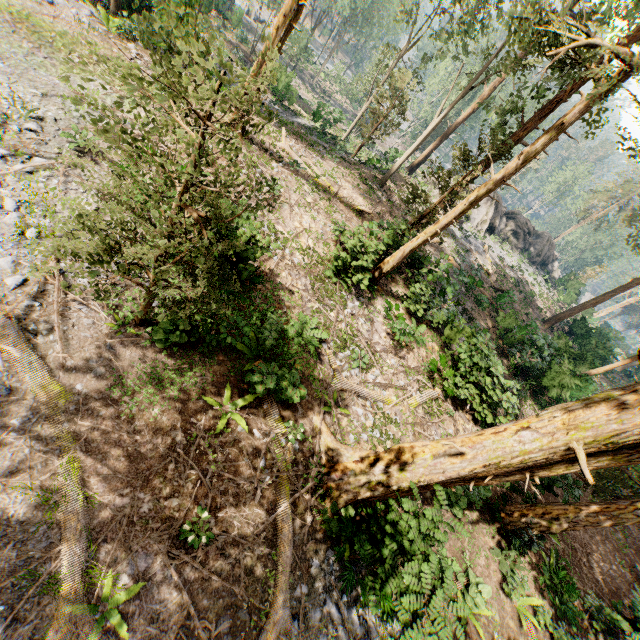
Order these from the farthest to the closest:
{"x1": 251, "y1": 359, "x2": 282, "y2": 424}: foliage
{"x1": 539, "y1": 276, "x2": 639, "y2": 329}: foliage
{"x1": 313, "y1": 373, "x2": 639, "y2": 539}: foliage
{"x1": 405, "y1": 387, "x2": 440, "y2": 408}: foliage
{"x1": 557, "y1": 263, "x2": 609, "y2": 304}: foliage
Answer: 1. {"x1": 557, "y1": 263, "x2": 609, "y2": 304}: foliage
2. {"x1": 539, "y1": 276, "x2": 639, "y2": 329}: foliage
3. {"x1": 405, "y1": 387, "x2": 440, "y2": 408}: foliage
4. {"x1": 251, "y1": 359, "x2": 282, "y2": 424}: foliage
5. {"x1": 313, "y1": 373, "x2": 639, "y2": 539}: foliage

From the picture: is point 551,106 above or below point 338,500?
above

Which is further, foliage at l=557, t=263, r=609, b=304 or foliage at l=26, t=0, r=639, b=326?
foliage at l=557, t=263, r=609, b=304

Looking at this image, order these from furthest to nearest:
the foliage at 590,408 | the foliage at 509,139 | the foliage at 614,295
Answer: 1. the foliage at 614,295
2. the foliage at 590,408
3. the foliage at 509,139

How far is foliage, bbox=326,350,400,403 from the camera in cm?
1130

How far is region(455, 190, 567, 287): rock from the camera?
35.0 meters

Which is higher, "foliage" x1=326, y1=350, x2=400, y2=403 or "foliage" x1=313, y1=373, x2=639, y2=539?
"foliage" x1=313, y1=373, x2=639, y2=539

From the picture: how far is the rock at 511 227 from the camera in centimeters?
3500cm
